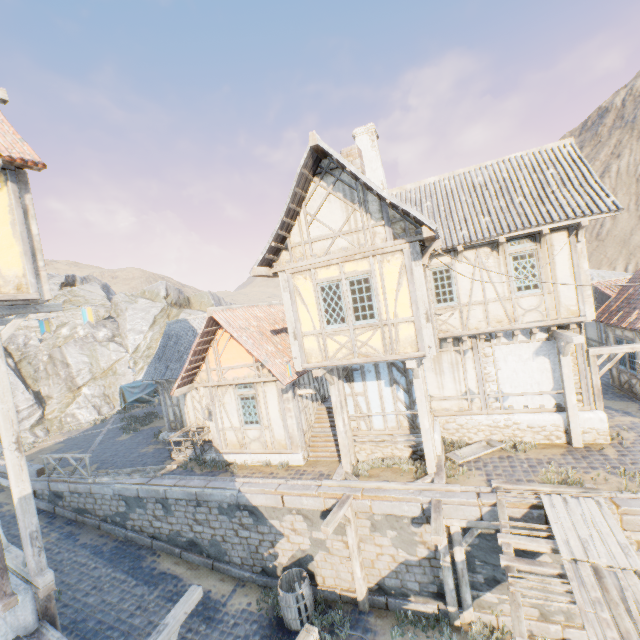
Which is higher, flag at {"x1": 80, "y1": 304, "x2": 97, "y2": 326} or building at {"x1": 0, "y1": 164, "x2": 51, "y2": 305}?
building at {"x1": 0, "y1": 164, "x2": 51, "y2": 305}

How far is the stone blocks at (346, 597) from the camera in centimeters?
969cm

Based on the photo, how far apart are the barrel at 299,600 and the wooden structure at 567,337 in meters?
9.2 m

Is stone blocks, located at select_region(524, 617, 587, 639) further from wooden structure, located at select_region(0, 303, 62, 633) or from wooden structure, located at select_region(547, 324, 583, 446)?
wooden structure, located at select_region(0, 303, 62, 633)

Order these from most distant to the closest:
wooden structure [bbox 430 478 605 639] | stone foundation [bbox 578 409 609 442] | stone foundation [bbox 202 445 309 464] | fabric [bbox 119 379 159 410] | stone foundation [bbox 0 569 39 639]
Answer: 1. fabric [bbox 119 379 159 410]
2. stone foundation [bbox 202 445 309 464]
3. stone foundation [bbox 578 409 609 442]
4. stone foundation [bbox 0 569 39 639]
5. wooden structure [bbox 430 478 605 639]

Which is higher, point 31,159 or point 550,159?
point 31,159

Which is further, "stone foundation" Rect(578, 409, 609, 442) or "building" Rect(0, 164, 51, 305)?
"stone foundation" Rect(578, 409, 609, 442)

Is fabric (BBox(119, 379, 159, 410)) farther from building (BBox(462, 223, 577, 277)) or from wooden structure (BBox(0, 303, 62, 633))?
building (BBox(462, 223, 577, 277))
